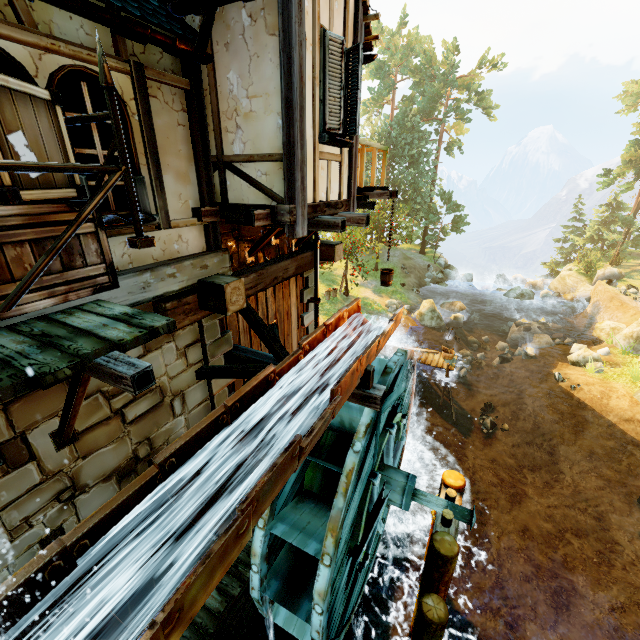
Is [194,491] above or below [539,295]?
above

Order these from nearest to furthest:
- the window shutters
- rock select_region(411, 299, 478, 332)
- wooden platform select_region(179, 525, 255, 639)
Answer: the window shutters
wooden platform select_region(179, 525, 255, 639)
rock select_region(411, 299, 478, 332)

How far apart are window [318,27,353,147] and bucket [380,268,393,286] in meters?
4.1

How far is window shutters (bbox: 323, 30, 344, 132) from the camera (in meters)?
4.36

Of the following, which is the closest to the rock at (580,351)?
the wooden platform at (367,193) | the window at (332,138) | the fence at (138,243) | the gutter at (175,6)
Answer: the wooden platform at (367,193)

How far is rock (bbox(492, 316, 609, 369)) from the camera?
18.1 meters

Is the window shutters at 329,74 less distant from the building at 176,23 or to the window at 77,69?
the building at 176,23

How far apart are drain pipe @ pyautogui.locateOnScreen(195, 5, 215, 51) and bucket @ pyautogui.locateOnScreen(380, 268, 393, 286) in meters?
6.2
